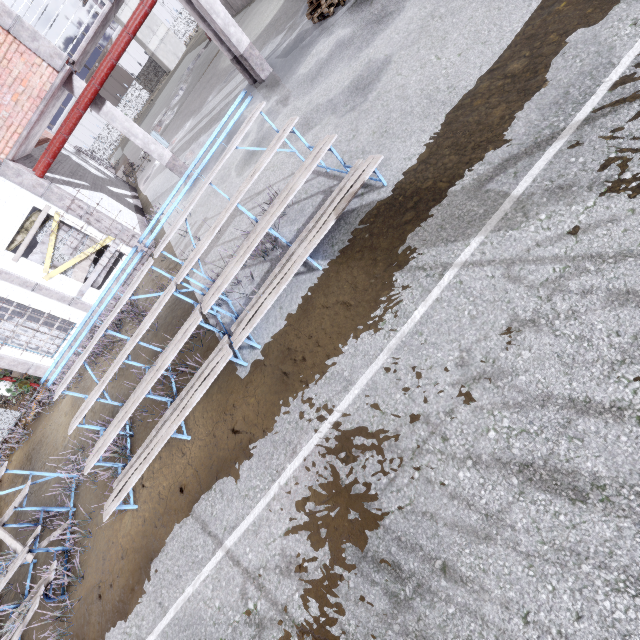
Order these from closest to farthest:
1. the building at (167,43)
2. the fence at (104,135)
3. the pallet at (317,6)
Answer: the pallet at (317,6), the building at (167,43), the fence at (104,135)

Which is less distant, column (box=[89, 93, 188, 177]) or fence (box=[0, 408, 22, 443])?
column (box=[89, 93, 188, 177])

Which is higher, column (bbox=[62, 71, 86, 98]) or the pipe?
column (bbox=[62, 71, 86, 98])

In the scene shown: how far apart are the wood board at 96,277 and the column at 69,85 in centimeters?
299cm

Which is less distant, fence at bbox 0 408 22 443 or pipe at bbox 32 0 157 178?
pipe at bbox 32 0 157 178

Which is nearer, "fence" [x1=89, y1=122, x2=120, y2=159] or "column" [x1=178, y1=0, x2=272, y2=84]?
"column" [x1=178, y1=0, x2=272, y2=84]

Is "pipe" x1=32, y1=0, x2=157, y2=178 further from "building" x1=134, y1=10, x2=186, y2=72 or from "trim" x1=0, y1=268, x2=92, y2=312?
"building" x1=134, y1=10, x2=186, y2=72

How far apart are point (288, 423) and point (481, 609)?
2.34m
